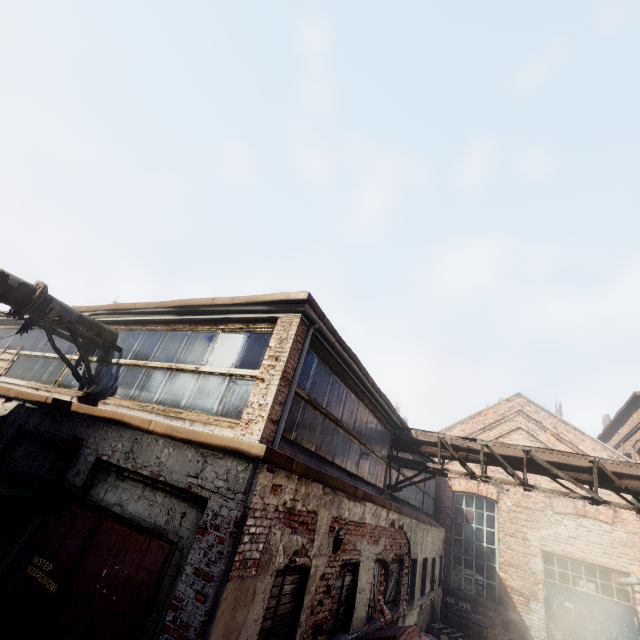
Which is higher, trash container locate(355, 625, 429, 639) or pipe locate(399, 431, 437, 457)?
pipe locate(399, 431, 437, 457)

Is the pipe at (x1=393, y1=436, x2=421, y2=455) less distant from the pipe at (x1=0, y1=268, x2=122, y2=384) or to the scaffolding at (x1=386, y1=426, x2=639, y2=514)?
the scaffolding at (x1=386, y1=426, x2=639, y2=514)

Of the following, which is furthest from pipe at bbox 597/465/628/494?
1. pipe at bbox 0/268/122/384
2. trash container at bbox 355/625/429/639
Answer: pipe at bbox 0/268/122/384

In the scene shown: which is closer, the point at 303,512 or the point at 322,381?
the point at 303,512

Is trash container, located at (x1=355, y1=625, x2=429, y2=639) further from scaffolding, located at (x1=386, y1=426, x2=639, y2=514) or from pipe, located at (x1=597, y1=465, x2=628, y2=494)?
pipe, located at (x1=597, y1=465, x2=628, y2=494)

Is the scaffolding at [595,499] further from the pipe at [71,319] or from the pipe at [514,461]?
the pipe at [71,319]

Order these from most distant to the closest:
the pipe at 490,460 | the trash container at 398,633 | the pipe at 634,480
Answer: the pipe at 490,460 < the pipe at 634,480 < the trash container at 398,633

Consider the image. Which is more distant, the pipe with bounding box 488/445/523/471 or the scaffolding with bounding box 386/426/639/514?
the pipe with bounding box 488/445/523/471
